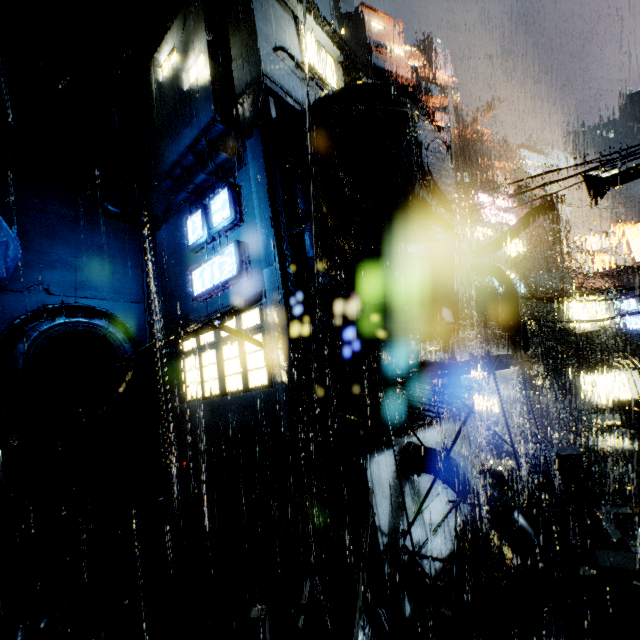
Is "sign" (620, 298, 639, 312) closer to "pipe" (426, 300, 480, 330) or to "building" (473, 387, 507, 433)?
"building" (473, 387, 507, 433)

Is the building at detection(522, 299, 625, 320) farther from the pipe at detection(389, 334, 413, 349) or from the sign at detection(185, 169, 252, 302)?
the pipe at detection(389, 334, 413, 349)

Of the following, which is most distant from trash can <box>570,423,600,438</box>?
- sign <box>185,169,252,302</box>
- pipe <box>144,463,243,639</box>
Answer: sign <box>185,169,252,302</box>

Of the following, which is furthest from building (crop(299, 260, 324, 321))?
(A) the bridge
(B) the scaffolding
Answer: (B) the scaffolding

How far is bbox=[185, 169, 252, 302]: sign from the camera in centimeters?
1241cm

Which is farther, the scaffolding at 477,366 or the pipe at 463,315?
the pipe at 463,315

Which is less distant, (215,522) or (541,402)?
(215,522)

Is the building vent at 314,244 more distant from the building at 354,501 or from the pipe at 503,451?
the pipe at 503,451
